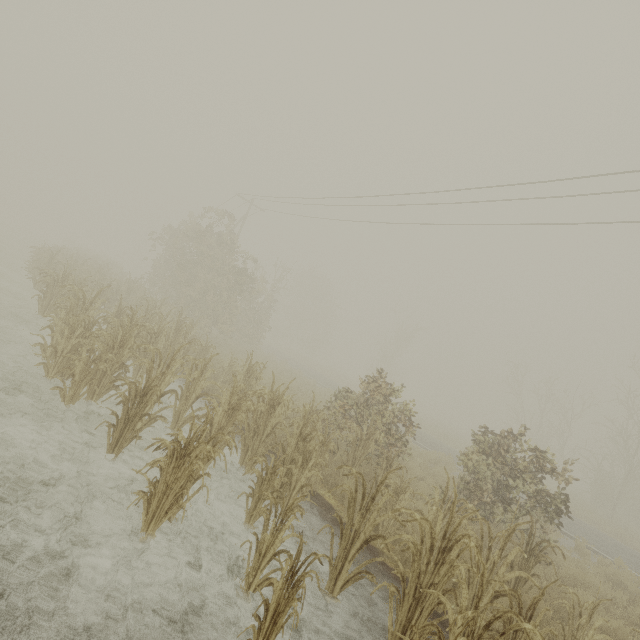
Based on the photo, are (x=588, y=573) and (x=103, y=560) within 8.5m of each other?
no
